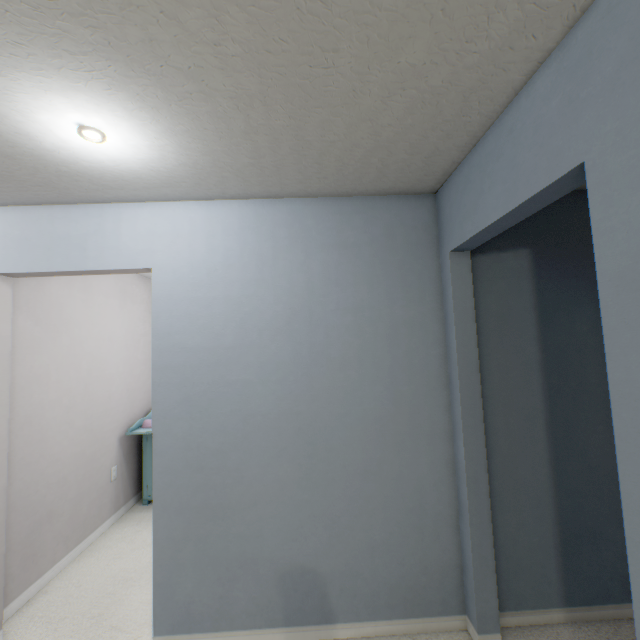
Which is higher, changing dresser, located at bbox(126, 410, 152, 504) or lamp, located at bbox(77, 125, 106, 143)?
lamp, located at bbox(77, 125, 106, 143)

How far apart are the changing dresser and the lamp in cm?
263

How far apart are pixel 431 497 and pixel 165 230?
2.2m

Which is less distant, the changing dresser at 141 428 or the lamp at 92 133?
the lamp at 92 133

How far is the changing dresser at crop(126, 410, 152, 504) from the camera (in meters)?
3.23

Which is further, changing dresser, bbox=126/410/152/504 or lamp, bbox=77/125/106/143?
changing dresser, bbox=126/410/152/504

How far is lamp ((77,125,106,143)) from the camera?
1.25m

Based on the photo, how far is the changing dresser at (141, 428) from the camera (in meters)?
3.23
